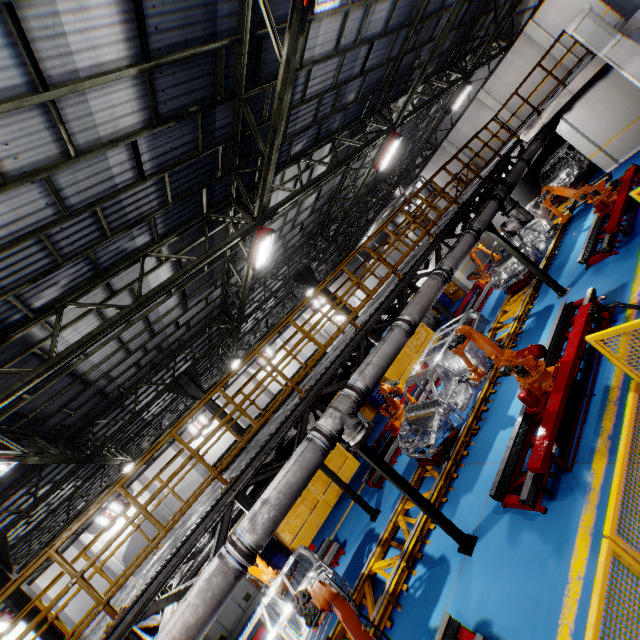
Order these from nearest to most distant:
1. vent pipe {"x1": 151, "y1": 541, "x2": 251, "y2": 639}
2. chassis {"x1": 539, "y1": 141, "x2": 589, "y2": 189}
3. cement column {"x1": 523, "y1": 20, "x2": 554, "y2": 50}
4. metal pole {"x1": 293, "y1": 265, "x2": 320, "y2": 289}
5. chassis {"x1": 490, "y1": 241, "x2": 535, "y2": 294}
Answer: vent pipe {"x1": 151, "y1": 541, "x2": 251, "y2": 639} < chassis {"x1": 490, "y1": 241, "x2": 535, "y2": 294} < chassis {"x1": 539, "y1": 141, "x2": 589, "y2": 189} < metal pole {"x1": 293, "y1": 265, "x2": 320, "y2": 289} < cement column {"x1": 523, "y1": 20, "x2": 554, "y2": 50}

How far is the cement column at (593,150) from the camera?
14.5 meters

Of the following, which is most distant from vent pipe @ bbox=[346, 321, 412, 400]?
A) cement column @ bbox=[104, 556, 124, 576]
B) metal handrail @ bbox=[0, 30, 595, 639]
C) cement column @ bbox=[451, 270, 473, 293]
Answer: cement column @ bbox=[104, 556, 124, 576]

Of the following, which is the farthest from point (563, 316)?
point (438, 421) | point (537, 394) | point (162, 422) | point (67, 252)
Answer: point (162, 422)

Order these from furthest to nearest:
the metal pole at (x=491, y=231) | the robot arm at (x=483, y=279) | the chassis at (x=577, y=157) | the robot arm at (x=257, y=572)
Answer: the chassis at (x=577, y=157), the robot arm at (x=483, y=279), the metal pole at (x=491, y=231), the robot arm at (x=257, y=572)

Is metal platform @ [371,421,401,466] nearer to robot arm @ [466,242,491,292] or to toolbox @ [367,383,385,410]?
toolbox @ [367,383,385,410]

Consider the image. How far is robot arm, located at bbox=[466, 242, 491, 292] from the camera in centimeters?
1547cm

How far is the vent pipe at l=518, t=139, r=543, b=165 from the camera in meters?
11.5 m
